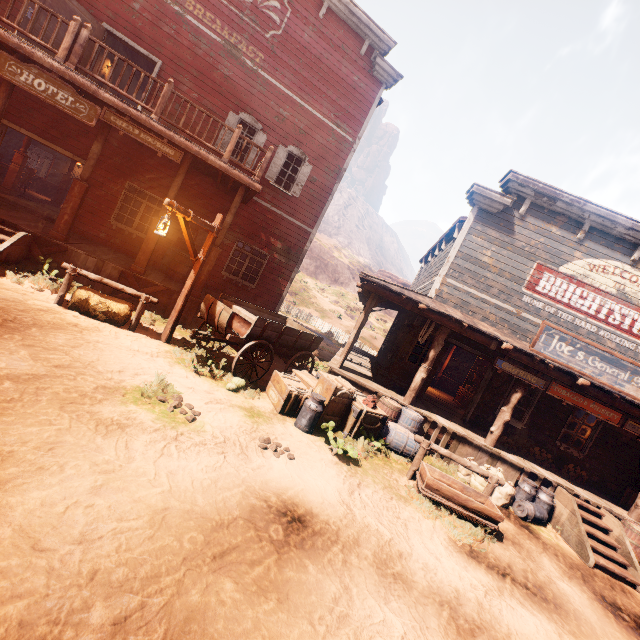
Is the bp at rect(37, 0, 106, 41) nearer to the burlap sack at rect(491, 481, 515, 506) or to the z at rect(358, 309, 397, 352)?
the z at rect(358, 309, 397, 352)

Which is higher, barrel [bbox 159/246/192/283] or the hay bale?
barrel [bbox 159/246/192/283]

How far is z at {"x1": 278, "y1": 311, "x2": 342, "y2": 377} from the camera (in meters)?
12.82

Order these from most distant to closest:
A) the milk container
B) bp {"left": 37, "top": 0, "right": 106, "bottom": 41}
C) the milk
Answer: bp {"left": 37, "top": 0, "right": 106, "bottom": 41}
the milk container
the milk

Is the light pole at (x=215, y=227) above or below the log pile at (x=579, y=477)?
above

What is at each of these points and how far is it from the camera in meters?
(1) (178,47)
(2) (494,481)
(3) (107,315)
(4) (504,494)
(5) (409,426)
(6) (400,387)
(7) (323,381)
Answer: (1) building, 10.6 m
(2) horse pole, 6.5 m
(3) hay bale, 7.3 m
(4) burlap sack, 7.8 m
(5) barrel, 8.3 m
(6) metal tub, 10.1 m
(7) wooden box, 7.3 m

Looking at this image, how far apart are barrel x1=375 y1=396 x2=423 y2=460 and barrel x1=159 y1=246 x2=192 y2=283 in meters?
7.6

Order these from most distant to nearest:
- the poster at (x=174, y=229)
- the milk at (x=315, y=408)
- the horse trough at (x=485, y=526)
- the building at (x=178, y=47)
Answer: the poster at (x=174, y=229) < the building at (x=178, y=47) < the milk at (x=315, y=408) < the horse trough at (x=485, y=526)
